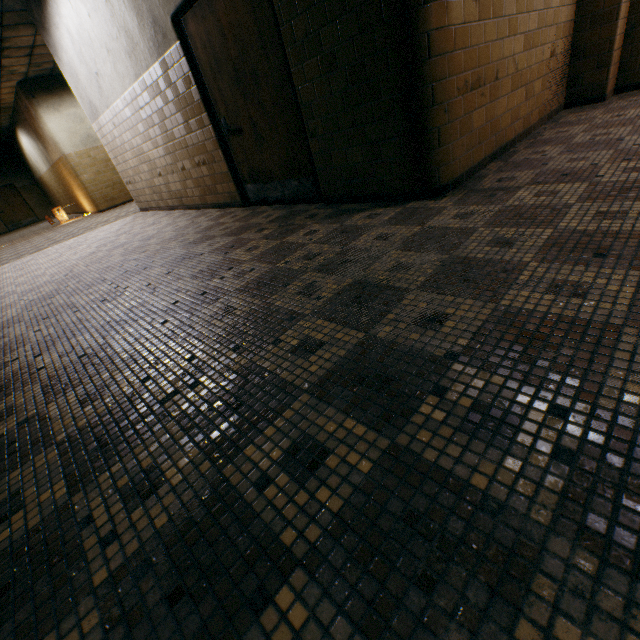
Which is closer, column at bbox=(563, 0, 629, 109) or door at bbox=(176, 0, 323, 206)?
door at bbox=(176, 0, 323, 206)

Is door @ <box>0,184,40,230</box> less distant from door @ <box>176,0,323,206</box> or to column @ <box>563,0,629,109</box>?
door @ <box>176,0,323,206</box>

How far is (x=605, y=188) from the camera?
2.0m

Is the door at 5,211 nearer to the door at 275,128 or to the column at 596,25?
the door at 275,128

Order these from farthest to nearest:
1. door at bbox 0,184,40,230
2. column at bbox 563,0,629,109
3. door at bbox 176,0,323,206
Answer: door at bbox 0,184,40,230, column at bbox 563,0,629,109, door at bbox 176,0,323,206

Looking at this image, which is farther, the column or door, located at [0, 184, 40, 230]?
door, located at [0, 184, 40, 230]

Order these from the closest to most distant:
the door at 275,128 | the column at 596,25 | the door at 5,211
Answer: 1. the door at 275,128
2. the column at 596,25
3. the door at 5,211
